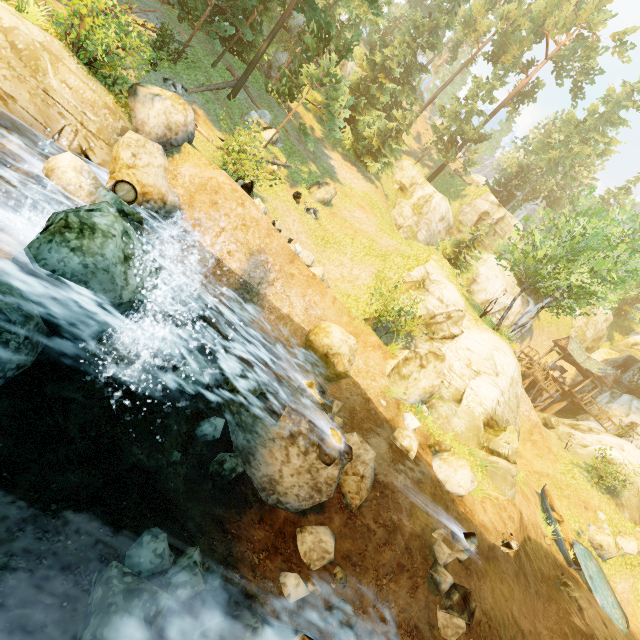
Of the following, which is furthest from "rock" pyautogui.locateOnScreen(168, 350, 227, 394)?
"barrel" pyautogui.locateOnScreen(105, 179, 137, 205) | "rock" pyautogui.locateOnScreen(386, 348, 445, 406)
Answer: "barrel" pyautogui.locateOnScreen(105, 179, 137, 205)

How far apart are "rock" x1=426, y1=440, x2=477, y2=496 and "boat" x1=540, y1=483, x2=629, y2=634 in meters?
9.5 m

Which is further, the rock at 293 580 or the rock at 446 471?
the rock at 446 471

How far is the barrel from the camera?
8.39m

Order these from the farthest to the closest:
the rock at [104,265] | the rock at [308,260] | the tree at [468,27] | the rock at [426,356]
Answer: the tree at [468,27] → the rock at [308,260] → the rock at [426,356] → the rock at [104,265]

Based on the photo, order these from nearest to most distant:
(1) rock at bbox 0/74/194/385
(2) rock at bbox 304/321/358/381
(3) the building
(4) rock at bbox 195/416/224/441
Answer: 1. (1) rock at bbox 0/74/194/385
2. (4) rock at bbox 195/416/224/441
3. (2) rock at bbox 304/321/358/381
4. (3) the building

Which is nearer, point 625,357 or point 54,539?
point 54,539

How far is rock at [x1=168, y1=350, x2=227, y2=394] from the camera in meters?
7.2 m
